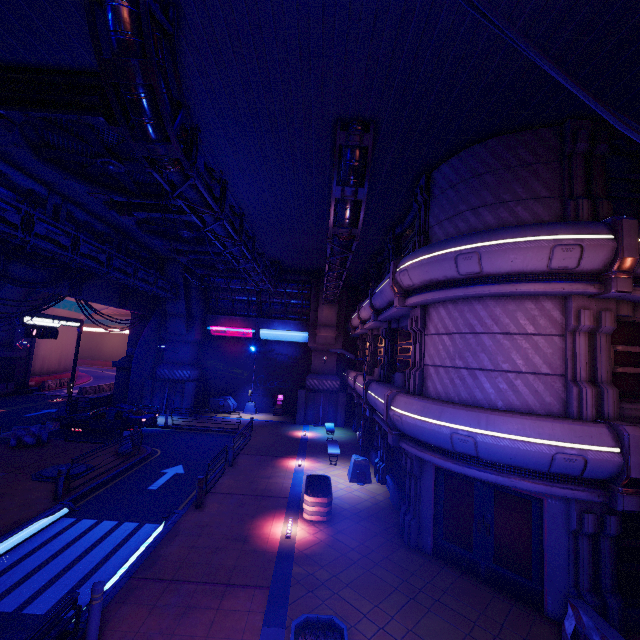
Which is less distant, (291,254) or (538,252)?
(538,252)

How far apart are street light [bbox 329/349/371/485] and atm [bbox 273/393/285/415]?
14.0 meters

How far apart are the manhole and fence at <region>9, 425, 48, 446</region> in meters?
4.1 m

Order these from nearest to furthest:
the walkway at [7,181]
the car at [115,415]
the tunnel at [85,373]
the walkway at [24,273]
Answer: the walkway at [7,181]
the walkway at [24,273]
the car at [115,415]
the tunnel at [85,373]

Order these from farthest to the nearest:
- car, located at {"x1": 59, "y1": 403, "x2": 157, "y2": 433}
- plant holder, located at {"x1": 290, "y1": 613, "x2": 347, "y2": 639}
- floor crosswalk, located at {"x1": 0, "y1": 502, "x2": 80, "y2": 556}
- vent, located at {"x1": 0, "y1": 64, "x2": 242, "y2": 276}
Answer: car, located at {"x1": 59, "y1": 403, "x2": 157, "y2": 433} → floor crosswalk, located at {"x1": 0, "y1": 502, "x2": 80, "y2": 556} → vent, located at {"x1": 0, "y1": 64, "x2": 242, "y2": 276} → plant holder, located at {"x1": 290, "y1": 613, "x2": 347, "y2": 639}

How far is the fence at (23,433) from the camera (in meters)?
16.66

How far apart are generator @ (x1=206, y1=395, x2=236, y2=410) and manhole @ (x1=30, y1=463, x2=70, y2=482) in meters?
13.7 m

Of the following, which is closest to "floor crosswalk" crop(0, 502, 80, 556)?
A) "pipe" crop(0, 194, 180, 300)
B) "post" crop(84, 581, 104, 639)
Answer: "post" crop(84, 581, 104, 639)
